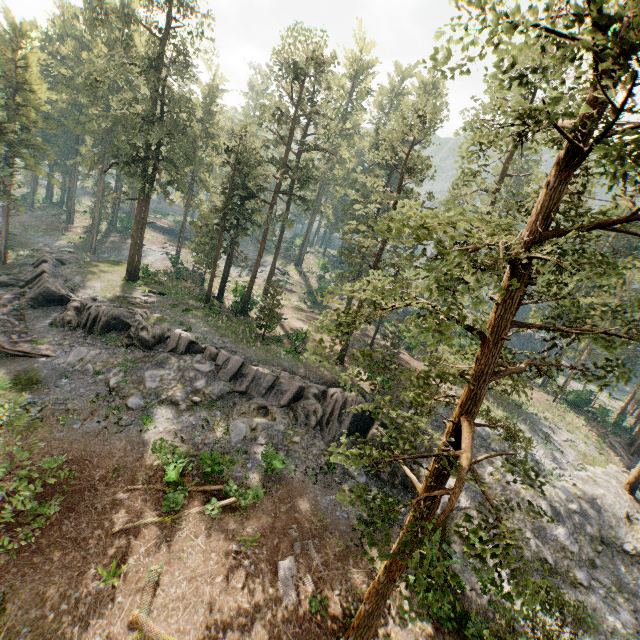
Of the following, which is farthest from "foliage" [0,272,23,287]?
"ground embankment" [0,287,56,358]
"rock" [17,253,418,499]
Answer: "ground embankment" [0,287,56,358]

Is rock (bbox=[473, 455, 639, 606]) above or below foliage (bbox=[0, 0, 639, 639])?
below

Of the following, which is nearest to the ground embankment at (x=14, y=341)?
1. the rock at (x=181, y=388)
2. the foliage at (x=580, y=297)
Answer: the rock at (x=181, y=388)

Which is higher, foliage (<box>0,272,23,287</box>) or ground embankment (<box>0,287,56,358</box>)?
ground embankment (<box>0,287,56,358</box>)

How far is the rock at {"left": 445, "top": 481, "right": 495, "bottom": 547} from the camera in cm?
2083

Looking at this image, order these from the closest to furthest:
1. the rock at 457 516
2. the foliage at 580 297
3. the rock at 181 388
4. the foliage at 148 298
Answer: the foliage at 580 297, the rock at 457 516, the rock at 181 388, the foliage at 148 298

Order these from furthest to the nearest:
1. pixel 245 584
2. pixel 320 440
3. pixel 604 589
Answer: pixel 320 440, pixel 604 589, pixel 245 584

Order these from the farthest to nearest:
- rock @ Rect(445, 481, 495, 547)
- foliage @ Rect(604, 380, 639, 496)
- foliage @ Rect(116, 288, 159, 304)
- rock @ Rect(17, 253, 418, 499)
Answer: foliage @ Rect(116, 288, 159, 304)
foliage @ Rect(604, 380, 639, 496)
rock @ Rect(17, 253, 418, 499)
rock @ Rect(445, 481, 495, 547)
